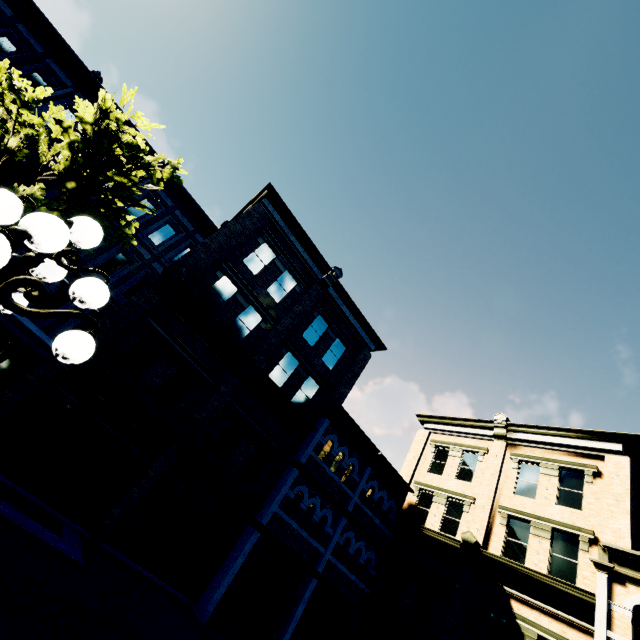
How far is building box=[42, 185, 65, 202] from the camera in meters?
14.5

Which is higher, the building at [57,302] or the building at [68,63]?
the building at [68,63]

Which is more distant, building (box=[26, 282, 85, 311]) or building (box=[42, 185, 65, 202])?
building (box=[42, 185, 65, 202])

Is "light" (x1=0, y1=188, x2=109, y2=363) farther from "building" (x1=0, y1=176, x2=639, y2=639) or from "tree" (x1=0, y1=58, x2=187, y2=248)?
"building" (x1=0, y1=176, x2=639, y2=639)

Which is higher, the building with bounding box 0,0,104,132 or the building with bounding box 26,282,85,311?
the building with bounding box 0,0,104,132

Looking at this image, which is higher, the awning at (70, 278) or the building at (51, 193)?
the building at (51, 193)

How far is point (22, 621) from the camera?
5.3 meters

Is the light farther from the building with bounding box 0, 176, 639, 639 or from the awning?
the awning
